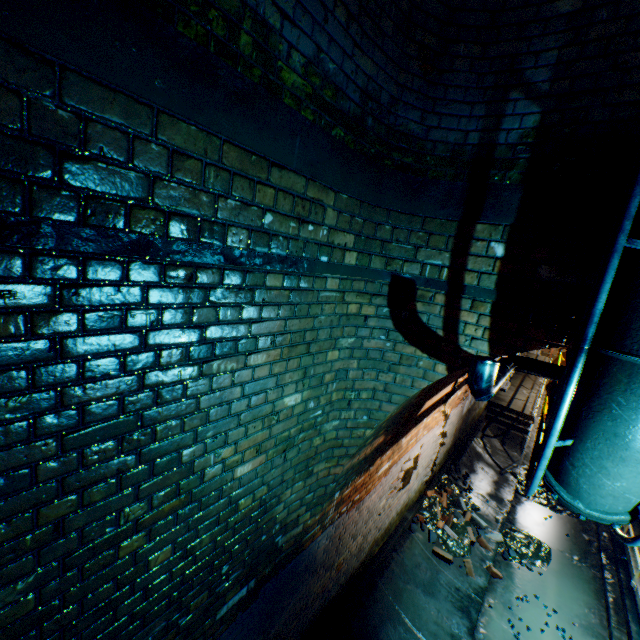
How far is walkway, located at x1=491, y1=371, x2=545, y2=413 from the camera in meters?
11.4 m

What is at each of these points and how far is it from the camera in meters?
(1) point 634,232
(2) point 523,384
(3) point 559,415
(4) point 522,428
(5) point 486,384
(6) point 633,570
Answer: (1) pipe, 1.5
(2) walkway, 14.0
(3) pipe railing, 1.6
(4) stairs, 10.4
(5) pipe, 1.9
(6) walkway, 5.1

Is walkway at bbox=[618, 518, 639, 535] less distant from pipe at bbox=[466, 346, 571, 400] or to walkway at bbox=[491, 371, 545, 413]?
pipe at bbox=[466, 346, 571, 400]

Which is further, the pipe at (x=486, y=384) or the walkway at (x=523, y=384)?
the walkway at (x=523, y=384)

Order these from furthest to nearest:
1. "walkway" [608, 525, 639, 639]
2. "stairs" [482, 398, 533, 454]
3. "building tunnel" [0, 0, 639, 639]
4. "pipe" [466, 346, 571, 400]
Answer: "stairs" [482, 398, 533, 454] → "walkway" [608, 525, 639, 639] → "pipe" [466, 346, 571, 400] → "building tunnel" [0, 0, 639, 639]

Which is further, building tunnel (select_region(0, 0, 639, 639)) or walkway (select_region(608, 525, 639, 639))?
walkway (select_region(608, 525, 639, 639))

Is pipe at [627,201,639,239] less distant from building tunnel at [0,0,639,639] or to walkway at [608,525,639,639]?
building tunnel at [0,0,639,639]

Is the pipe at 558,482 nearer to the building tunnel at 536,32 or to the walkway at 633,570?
the building tunnel at 536,32
